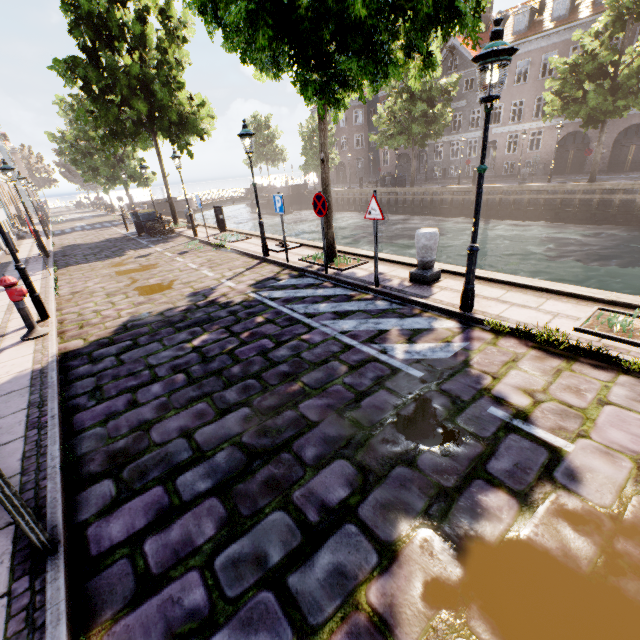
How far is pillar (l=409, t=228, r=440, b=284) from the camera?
6.6 meters

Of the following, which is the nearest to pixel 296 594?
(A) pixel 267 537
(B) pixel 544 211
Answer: (A) pixel 267 537

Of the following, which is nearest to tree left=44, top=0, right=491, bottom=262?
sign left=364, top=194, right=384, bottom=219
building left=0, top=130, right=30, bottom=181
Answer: sign left=364, top=194, right=384, bottom=219

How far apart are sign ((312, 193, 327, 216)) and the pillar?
2.1m

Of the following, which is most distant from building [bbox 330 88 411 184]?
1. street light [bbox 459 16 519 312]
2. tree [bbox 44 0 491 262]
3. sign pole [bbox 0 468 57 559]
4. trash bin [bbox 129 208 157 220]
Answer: sign pole [bbox 0 468 57 559]

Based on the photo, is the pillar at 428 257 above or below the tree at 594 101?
below

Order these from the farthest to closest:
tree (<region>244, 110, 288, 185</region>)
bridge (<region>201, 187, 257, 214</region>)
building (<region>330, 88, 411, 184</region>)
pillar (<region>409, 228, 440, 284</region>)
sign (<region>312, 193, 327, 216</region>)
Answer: tree (<region>244, 110, 288, 185</region>), building (<region>330, 88, 411, 184</region>), bridge (<region>201, 187, 257, 214</region>), sign (<region>312, 193, 327, 216</region>), pillar (<region>409, 228, 440, 284</region>)

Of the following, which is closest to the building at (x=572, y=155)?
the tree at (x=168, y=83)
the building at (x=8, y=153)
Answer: the tree at (x=168, y=83)
